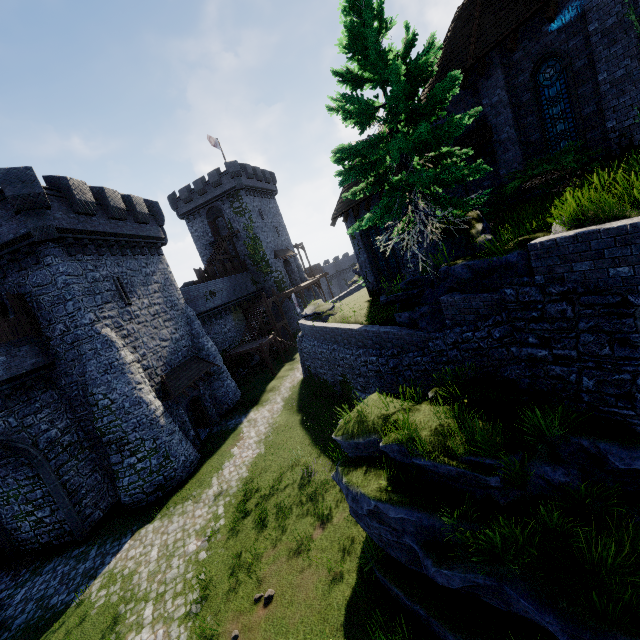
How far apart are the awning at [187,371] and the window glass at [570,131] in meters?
21.5

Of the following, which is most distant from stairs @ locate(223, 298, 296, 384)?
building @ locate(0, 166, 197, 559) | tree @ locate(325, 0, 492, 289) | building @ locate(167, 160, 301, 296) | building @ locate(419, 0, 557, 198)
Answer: tree @ locate(325, 0, 492, 289)

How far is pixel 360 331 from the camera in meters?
15.3 m

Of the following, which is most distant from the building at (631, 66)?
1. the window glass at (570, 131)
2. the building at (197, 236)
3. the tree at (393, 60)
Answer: the building at (197, 236)

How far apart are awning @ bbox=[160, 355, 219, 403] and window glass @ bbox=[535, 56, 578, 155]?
21.5m

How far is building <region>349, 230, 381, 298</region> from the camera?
20.1 meters

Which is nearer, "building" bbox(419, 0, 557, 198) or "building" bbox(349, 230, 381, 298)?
"building" bbox(419, 0, 557, 198)

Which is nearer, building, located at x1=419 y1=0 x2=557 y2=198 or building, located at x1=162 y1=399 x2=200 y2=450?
building, located at x1=419 y1=0 x2=557 y2=198
